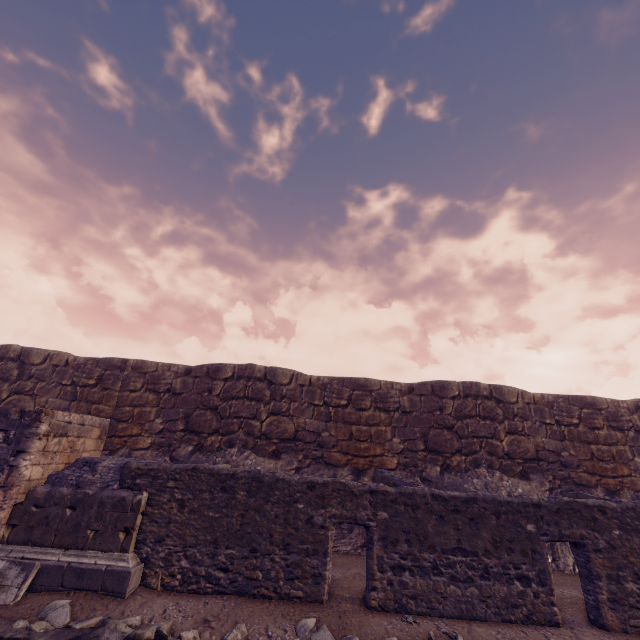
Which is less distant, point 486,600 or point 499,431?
point 486,600

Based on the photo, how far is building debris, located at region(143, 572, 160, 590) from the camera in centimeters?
541cm

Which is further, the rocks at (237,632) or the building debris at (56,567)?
the building debris at (56,567)

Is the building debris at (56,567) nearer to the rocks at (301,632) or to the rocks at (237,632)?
the rocks at (237,632)

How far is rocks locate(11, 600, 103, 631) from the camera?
4.23m

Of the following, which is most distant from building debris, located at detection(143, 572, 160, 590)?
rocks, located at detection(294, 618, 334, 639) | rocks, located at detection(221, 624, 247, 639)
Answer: rocks, located at detection(294, 618, 334, 639)

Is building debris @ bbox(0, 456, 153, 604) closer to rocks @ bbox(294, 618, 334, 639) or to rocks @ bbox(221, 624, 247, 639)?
rocks @ bbox(221, 624, 247, 639)
